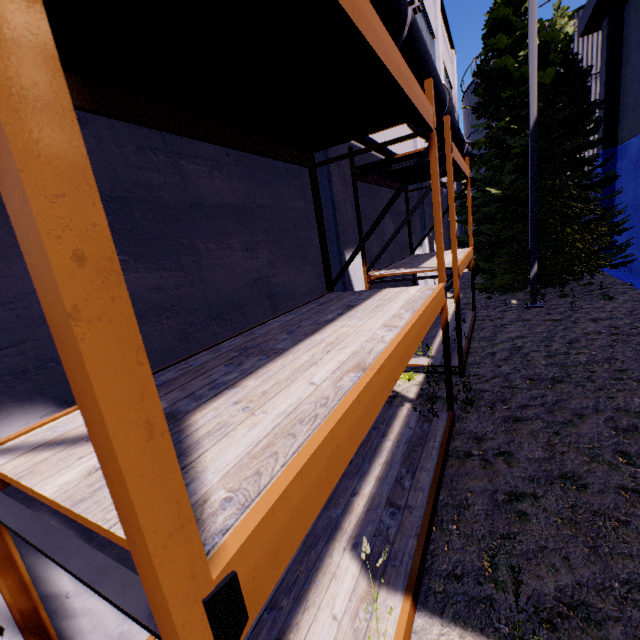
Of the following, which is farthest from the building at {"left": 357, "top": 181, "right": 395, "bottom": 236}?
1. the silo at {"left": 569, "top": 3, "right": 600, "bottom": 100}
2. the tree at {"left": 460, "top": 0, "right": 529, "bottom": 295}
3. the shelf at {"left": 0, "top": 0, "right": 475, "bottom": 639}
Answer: the silo at {"left": 569, "top": 3, "right": 600, "bottom": 100}

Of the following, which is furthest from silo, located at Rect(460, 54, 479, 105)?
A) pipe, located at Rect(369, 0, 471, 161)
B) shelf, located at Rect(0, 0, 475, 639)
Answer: shelf, located at Rect(0, 0, 475, 639)

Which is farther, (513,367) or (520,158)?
(520,158)

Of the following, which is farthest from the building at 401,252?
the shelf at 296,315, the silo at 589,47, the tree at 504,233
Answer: the silo at 589,47

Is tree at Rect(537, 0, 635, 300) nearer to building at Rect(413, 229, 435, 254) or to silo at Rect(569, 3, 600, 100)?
building at Rect(413, 229, 435, 254)

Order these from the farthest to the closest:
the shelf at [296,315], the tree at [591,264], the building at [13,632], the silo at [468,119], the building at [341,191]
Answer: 1. the silo at [468,119]
2. the tree at [591,264]
3. the building at [341,191]
4. the building at [13,632]
5. the shelf at [296,315]

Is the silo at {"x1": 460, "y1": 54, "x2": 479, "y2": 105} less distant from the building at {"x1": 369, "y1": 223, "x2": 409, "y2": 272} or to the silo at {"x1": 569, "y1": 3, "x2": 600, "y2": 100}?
the building at {"x1": 369, "y1": 223, "x2": 409, "y2": 272}

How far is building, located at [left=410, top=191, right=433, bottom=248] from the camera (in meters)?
11.44
